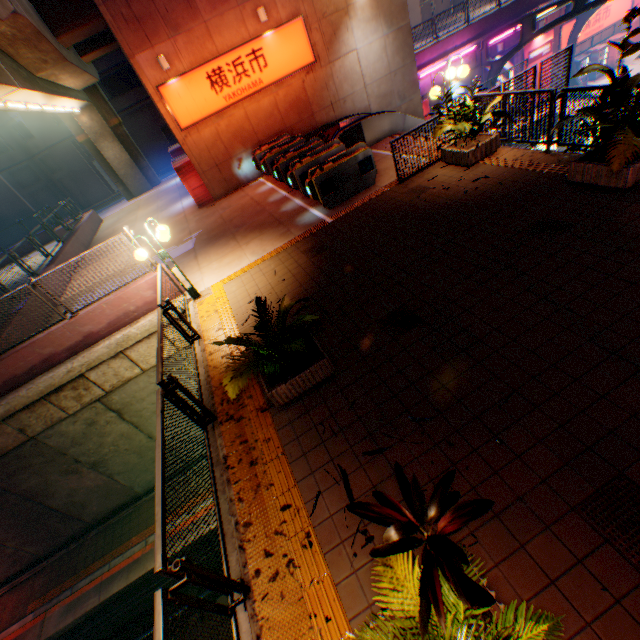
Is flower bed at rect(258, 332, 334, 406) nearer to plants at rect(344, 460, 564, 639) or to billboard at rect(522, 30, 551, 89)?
plants at rect(344, 460, 564, 639)

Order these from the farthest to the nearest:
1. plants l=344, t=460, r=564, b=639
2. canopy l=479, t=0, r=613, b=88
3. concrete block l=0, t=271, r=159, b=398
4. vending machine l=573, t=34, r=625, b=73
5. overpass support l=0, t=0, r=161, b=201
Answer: vending machine l=573, t=34, r=625, b=73 → canopy l=479, t=0, r=613, b=88 → overpass support l=0, t=0, r=161, b=201 → concrete block l=0, t=271, r=159, b=398 → plants l=344, t=460, r=564, b=639

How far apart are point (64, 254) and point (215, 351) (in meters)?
14.13

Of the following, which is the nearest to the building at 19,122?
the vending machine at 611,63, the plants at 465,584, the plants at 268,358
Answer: the vending machine at 611,63

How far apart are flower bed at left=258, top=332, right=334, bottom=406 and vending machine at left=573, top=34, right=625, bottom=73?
34.0m

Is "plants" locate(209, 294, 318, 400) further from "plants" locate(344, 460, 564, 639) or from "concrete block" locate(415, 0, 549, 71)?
"concrete block" locate(415, 0, 549, 71)

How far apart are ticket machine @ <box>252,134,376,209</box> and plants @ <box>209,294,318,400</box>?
6.9m

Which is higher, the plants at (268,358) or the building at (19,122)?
the building at (19,122)
